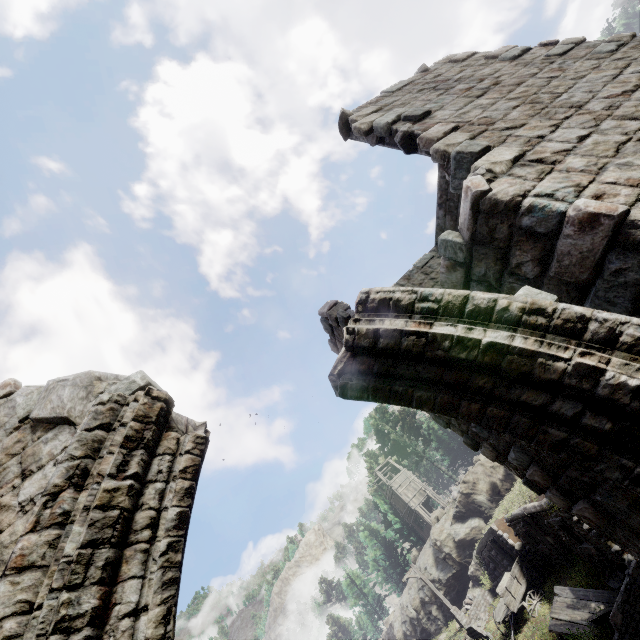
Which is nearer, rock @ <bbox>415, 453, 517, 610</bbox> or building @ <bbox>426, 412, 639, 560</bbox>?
building @ <bbox>426, 412, 639, 560</bbox>

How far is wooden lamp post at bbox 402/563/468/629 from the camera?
23.0 meters

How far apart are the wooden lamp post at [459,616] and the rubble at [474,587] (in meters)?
2.32

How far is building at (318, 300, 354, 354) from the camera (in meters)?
8.20

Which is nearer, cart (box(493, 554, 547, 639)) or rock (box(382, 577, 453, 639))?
cart (box(493, 554, 547, 639))

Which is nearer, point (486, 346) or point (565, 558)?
point (486, 346)

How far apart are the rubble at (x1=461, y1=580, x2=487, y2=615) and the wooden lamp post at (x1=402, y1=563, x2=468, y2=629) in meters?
2.3

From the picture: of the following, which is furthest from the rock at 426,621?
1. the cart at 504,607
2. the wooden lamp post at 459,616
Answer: the cart at 504,607
